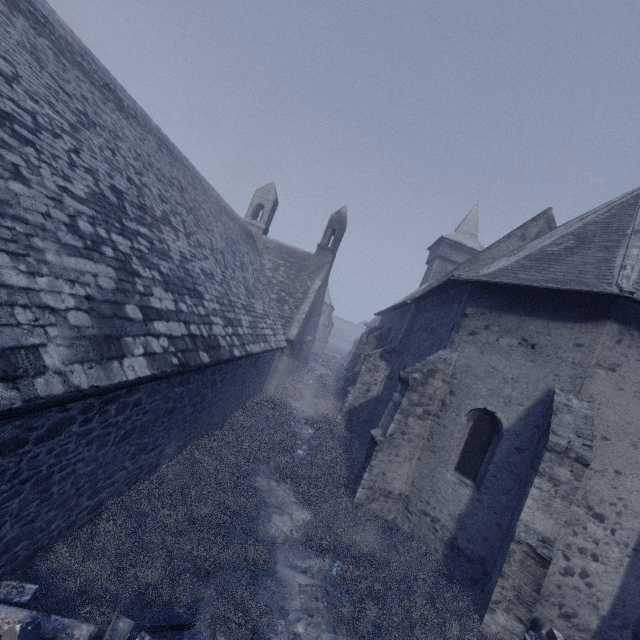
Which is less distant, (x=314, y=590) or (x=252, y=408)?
(x=314, y=590)

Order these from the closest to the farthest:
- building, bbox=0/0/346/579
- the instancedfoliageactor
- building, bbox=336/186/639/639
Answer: building, bbox=0/0/346/579
the instancedfoliageactor
building, bbox=336/186/639/639

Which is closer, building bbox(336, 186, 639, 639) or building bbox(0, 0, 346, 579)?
building bbox(0, 0, 346, 579)

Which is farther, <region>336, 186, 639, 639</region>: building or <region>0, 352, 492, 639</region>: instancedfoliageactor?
<region>336, 186, 639, 639</region>: building

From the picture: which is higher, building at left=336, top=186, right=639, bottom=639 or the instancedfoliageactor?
building at left=336, top=186, right=639, bottom=639

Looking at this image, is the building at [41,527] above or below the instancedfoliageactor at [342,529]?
above

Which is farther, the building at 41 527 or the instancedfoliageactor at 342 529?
the instancedfoliageactor at 342 529
